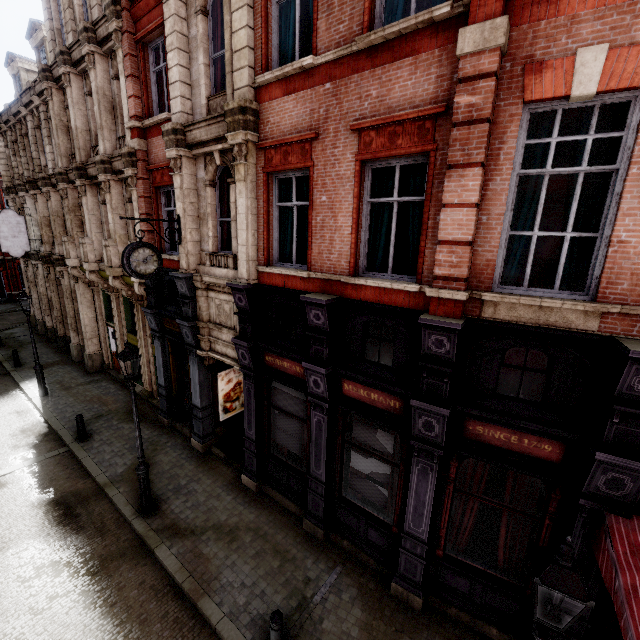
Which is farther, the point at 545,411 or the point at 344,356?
the point at 344,356

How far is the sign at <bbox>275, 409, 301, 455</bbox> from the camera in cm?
849

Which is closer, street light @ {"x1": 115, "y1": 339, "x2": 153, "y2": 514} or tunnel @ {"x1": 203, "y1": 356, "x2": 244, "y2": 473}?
street light @ {"x1": 115, "y1": 339, "x2": 153, "y2": 514}

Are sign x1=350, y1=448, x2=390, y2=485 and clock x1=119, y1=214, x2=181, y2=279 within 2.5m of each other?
no

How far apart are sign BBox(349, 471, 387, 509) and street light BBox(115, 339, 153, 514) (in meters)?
5.29

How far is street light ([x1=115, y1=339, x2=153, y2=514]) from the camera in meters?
7.6 m

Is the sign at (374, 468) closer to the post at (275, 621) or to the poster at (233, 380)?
the post at (275, 621)

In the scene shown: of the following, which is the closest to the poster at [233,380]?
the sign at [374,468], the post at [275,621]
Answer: the sign at [374,468]
